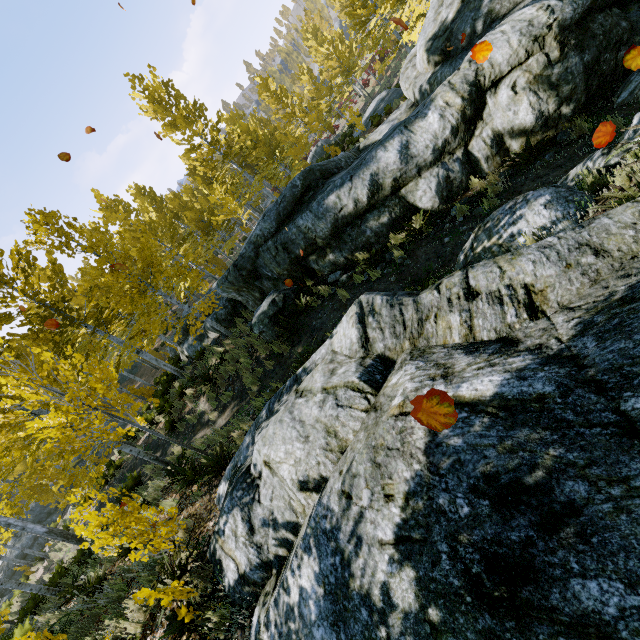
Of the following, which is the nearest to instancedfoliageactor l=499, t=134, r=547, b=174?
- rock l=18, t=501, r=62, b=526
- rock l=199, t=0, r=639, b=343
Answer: rock l=199, t=0, r=639, b=343

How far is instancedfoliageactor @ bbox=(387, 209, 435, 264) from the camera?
7.8 meters

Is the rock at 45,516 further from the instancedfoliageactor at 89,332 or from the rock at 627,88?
the rock at 627,88

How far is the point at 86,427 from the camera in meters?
13.6 m

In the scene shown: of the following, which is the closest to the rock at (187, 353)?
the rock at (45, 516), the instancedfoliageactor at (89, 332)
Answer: the instancedfoliageactor at (89, 332)

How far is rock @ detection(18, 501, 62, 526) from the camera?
23.73m
